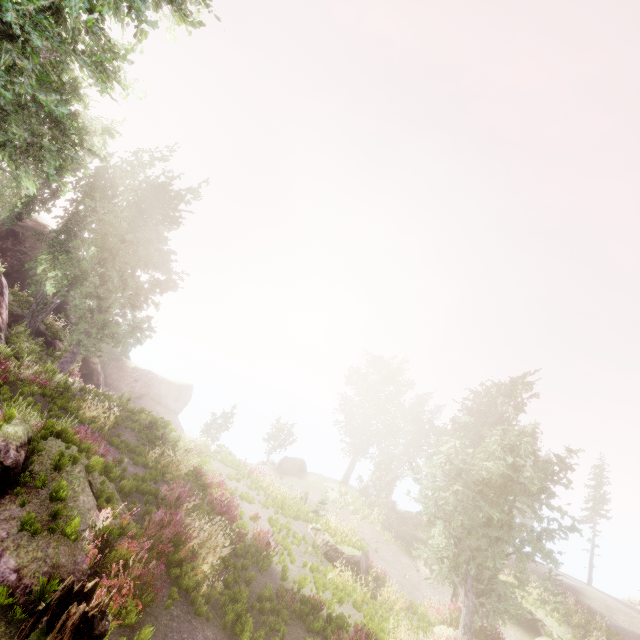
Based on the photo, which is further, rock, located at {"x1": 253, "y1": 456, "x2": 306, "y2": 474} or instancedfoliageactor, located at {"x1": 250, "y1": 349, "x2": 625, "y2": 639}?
rock, located at {"x1": 253, "y1": 456, "x2": 306, "y2": 474}

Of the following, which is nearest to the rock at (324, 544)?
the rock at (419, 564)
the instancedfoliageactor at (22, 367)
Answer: the instancedfoliageactor at (22, 367)

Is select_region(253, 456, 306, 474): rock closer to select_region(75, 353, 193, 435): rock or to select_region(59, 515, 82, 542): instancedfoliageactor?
select_region(59, 515, 82, 542): instancedfoliageactor

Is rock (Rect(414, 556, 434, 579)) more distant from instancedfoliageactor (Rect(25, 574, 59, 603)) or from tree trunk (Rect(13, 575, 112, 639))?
tree trunk (Rect(13, 575, 112, 639))

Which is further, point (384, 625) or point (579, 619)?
point (579, 619)

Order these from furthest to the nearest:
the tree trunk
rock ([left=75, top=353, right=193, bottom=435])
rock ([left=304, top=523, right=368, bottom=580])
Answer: rock ([left=75, top=353, right=193, bottom=435]), rock ([left=304, top=523, right=368, bottom=580]), the tree trunk

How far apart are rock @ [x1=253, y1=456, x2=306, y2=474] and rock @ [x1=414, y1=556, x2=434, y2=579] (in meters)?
15.23

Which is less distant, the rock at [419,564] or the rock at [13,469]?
the rock at [13,469]
